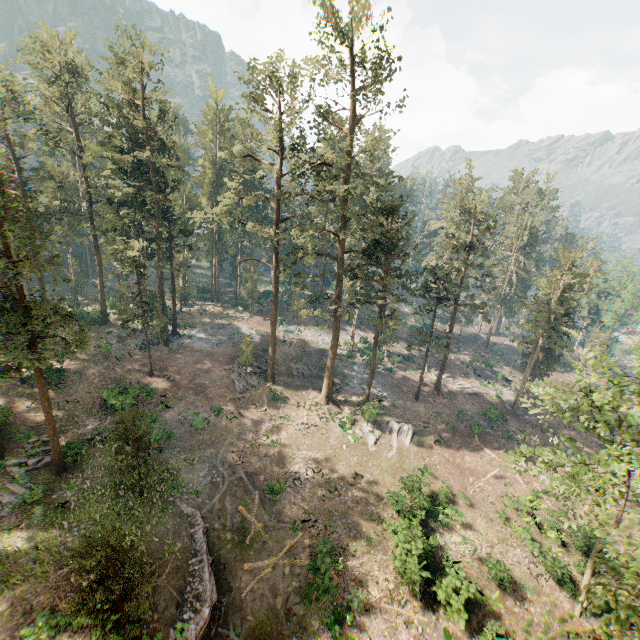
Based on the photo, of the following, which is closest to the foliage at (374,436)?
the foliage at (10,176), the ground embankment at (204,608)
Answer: the foliage at (10,176)

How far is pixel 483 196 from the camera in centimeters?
3641cm

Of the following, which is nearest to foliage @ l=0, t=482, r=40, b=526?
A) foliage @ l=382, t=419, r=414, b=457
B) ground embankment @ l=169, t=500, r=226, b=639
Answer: foliage @ l=382, t=419, r=414, b=457

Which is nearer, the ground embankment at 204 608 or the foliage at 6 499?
the ground embankment at 204 608

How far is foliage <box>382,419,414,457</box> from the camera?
35.28m

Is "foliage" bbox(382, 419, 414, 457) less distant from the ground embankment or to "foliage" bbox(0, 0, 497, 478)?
"foliage" bbox(0, 0, 497, 478)

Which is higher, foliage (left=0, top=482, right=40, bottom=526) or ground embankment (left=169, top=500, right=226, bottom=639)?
foliage (left=0, top=482, right=40, bottom=526)

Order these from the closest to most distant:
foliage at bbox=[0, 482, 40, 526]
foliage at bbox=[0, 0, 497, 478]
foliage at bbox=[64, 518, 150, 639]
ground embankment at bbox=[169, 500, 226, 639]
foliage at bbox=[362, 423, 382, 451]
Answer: foliage at bbox=[64, 518, 150, 639] < ground embankment at bbox=[169, 500, 226, 639] < foliage at bbox=[0, 482, 40, 526] < foliage at bbox=[0, 0, 497, 478] < foliage at bbox=[362, 423, 382, 451]
